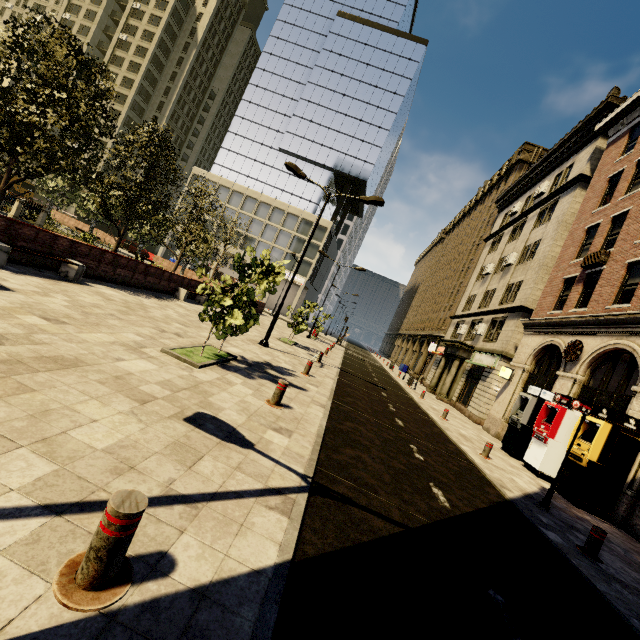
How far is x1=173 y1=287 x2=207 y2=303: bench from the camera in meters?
17.5

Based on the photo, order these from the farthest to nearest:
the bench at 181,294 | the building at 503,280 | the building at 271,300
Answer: the building at 271,300
the bench at 181,294
the building at 503,280

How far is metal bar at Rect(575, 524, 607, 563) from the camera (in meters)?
6.27

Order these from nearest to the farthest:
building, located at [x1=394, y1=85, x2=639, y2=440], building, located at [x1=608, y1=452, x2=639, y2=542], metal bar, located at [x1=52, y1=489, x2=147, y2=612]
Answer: metal bar, located at [x1=52, y1=489, x2=147, y2=612]
building, located at [x1=608, y1=452, x2=639, y2=542]
building, located at [x1=394, y1=85, x2=639, y2=440]

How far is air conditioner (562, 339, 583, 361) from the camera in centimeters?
1376cm

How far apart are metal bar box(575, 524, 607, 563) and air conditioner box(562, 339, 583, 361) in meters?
9.4

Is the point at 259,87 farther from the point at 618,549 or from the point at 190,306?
the point at 618,549

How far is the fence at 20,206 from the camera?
20.5m
